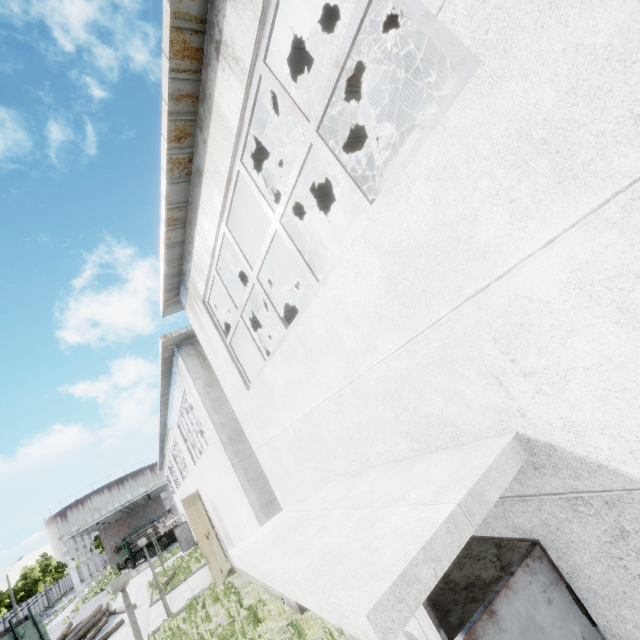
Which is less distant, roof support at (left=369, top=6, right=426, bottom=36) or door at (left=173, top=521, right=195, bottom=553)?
roof support at (left=369, top=6, right=426, bottom=36)

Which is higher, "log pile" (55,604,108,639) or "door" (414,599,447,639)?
"door" (414,599,447,639)

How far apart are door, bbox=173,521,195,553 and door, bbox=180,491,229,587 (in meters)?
17.51

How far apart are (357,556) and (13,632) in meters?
34.2 m

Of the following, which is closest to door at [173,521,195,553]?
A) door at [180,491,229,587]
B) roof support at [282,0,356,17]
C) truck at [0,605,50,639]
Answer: truck at [0,605,50,639]

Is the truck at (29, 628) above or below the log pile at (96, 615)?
above

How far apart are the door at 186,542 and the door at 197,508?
17.5m

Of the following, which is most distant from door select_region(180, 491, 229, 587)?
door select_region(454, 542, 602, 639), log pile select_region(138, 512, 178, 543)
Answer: log pile select_region(138, 512, 178, 543)
